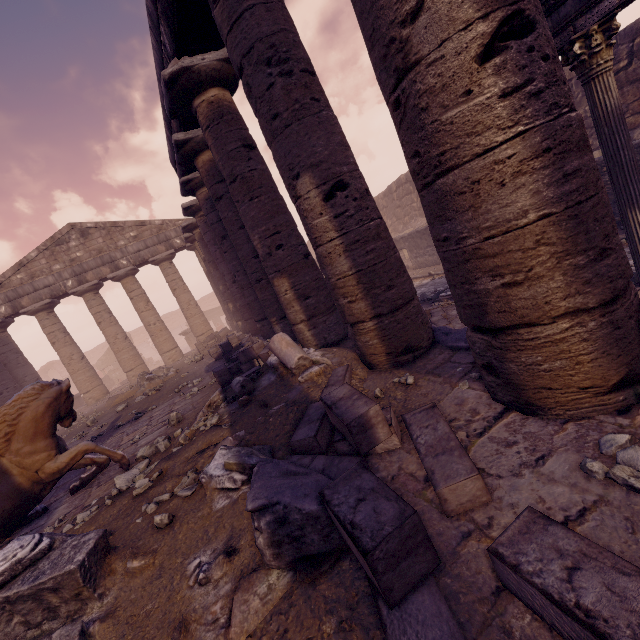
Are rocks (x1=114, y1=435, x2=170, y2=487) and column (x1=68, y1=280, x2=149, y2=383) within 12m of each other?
no

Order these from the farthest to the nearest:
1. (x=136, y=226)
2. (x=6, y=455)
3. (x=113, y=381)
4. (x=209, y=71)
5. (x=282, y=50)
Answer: (x=113, y=381) → (x=136, y=226) → (x=209, y=71) → (x=6, y=455) → (x=282, y=50)

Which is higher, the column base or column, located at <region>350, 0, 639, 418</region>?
column, located at <region>350, 0, 639, 418</region>

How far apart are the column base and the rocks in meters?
7.2

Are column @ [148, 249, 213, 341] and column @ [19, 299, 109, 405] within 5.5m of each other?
yes

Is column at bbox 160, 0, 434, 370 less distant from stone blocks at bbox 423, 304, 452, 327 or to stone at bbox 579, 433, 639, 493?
stone blocks at bbox 423, 304, 452, 327

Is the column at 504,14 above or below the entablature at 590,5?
below

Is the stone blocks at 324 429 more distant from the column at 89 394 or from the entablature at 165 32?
the column at 89 394
